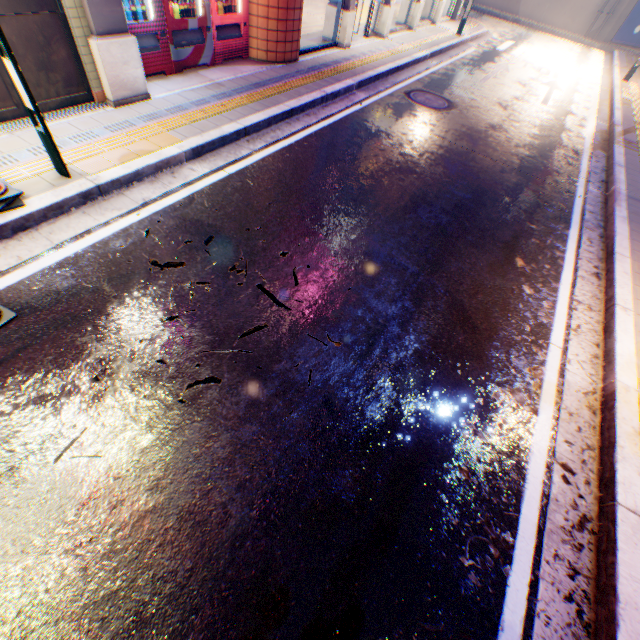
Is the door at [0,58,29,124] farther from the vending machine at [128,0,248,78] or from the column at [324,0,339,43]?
the column at [324,0,339,43]

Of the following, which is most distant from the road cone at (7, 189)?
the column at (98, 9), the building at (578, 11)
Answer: the building at (578, 11)

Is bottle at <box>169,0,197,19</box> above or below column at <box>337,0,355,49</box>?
above

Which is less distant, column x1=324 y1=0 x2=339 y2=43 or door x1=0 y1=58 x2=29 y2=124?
door x1=0 y1=58 x2=29 y2=124

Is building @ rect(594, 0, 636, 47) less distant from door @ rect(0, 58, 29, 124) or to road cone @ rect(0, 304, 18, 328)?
door @ rect(0, 58, 29, 124)

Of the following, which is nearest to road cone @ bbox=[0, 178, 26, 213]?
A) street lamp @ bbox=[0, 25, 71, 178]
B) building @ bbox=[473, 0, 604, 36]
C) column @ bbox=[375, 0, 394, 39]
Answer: street lamp @ bbox=[0, 25, 71, 178]

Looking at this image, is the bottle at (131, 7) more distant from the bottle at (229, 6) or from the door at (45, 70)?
the bottle at (229, 6)

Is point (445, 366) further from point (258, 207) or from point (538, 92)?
point (538, 92)
